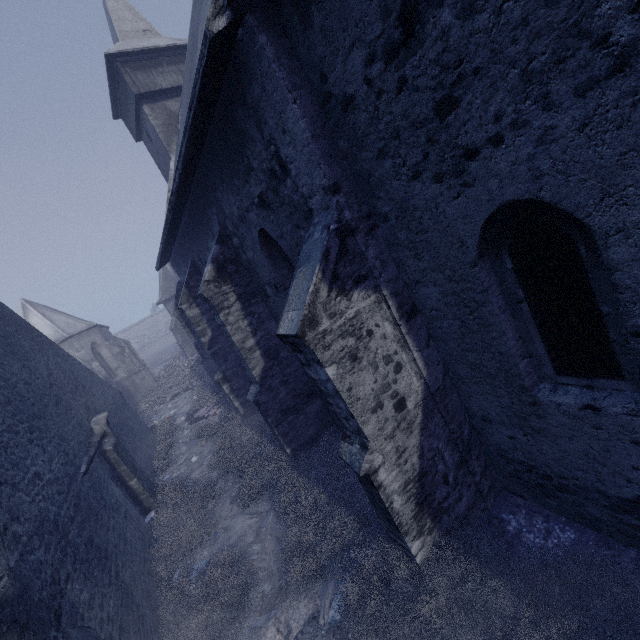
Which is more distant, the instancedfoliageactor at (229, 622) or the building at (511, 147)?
the instancedfoliageactor at (229, 622)

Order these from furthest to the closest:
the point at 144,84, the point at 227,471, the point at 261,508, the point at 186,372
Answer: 1. the point at 186,372
2. the point at 144,84
3. the point at 227,471
4. the point at 261,508

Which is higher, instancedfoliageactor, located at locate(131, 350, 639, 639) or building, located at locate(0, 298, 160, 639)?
building, located at locate(0, 298, 160, 639)

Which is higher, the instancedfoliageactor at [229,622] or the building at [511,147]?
the building at [511,147]

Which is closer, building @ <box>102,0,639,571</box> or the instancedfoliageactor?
building @ <box>102,0,639,571</box>

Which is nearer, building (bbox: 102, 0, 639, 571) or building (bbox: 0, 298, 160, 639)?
building (bbox: 102, 0, 639, 571)
